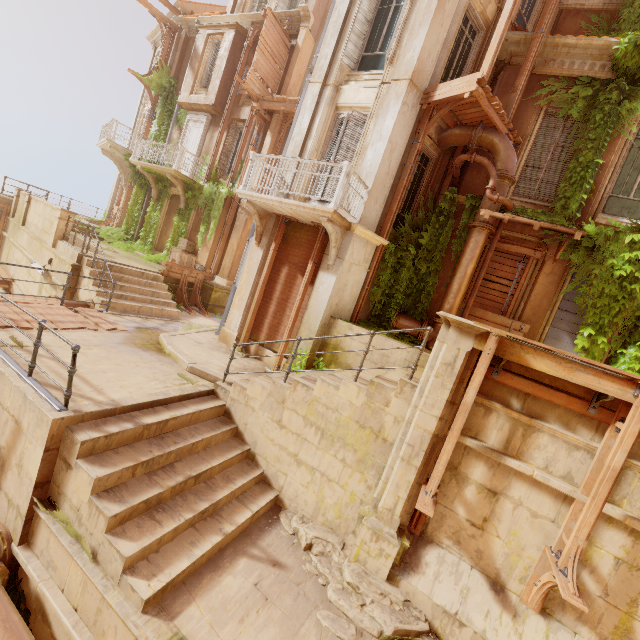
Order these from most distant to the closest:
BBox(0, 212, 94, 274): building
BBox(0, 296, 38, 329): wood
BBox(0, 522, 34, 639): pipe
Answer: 1. BBox(0, 212, 94, 274): building
2. BBox(0, 296, 38, 329): wood
3. BBox(0, 522, 34, 639): pipe

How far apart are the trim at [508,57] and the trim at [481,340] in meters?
8.8

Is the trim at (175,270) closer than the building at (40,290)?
No

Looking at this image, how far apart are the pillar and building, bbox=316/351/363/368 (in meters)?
1.85

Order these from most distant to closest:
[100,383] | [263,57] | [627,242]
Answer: [263,57]
[627,242]
[100,383]

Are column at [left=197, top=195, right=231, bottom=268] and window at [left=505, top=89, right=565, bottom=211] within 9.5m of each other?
no

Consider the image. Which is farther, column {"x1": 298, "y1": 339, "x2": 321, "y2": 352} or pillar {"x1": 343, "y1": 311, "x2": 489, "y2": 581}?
column {"x1": 298, "y1": 339, "x2": 321, "y2": 352}

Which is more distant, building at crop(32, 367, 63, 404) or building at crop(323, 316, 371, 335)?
building at crop(323, 316, 371, 335)
